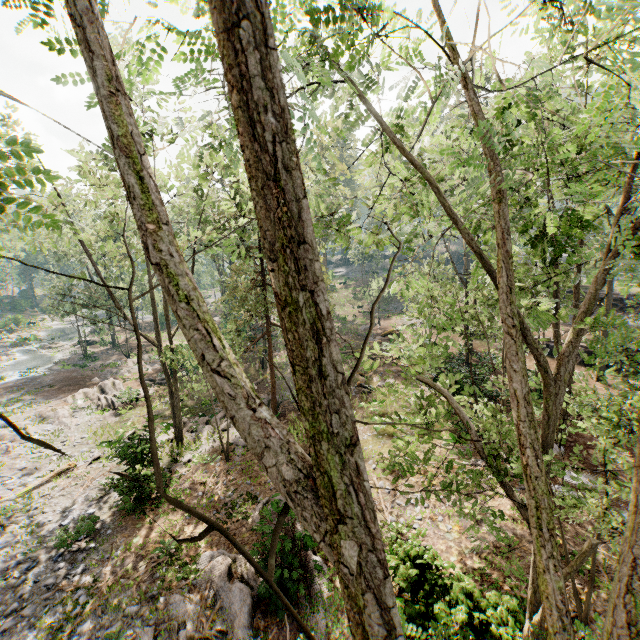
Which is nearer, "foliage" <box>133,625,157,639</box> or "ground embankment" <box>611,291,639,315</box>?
"foliage" <box>133,625,157,639</box>

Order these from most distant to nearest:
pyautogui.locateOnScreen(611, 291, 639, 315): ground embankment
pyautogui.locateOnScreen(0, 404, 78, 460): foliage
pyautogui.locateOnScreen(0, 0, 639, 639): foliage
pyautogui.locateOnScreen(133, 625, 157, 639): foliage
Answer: pyautogui.locateOnScreen(611, 291, 639, 315): ground embankment, pyautogui.locateOnScreen(133, 625, 157, 639): foliage, pyautogui.locateOnScreen(0, 404, 78, 460): foliage, pyautogui.locateOnScreen(0, 0, 639, 639): foliage

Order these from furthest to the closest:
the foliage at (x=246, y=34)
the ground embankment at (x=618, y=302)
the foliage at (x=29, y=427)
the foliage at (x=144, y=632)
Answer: the ground embankment at (x=618, y=302)
the foliage at (x=144, y=632)
the foliage at (x=29, y=427)
the foliage at (x=246, y=34)

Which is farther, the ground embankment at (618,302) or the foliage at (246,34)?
the ground embankment at (618,302)

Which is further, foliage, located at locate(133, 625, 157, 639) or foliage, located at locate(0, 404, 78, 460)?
foliage, located at locate(133, 625, 157, 639)

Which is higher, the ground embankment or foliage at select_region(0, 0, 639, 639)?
foliage at select_region(0, 0, 639, 639)

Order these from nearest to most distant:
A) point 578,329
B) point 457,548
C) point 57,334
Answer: point 578,329, point 457,548, point 57,334
